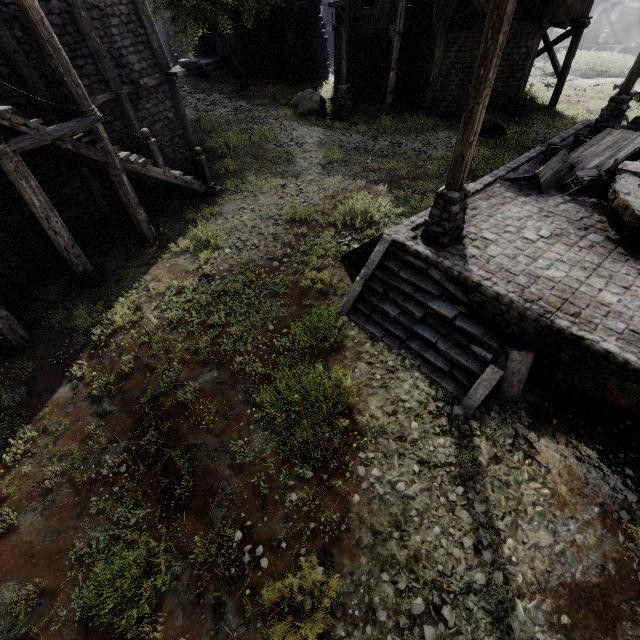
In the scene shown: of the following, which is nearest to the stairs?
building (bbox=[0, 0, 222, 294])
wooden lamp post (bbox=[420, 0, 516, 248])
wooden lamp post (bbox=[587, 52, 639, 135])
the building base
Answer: the building base

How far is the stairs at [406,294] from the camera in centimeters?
641cm

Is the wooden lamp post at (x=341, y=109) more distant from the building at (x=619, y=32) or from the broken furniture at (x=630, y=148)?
the broken furniture at (x=630, y=148)

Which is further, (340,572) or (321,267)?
(321,267)

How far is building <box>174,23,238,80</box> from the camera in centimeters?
2627cm

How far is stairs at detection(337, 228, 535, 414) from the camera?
6.4 meters

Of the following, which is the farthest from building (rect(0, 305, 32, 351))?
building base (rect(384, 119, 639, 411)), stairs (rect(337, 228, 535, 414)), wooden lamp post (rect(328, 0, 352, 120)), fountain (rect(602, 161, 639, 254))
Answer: fountain (rect(602, 161, 639, 254))

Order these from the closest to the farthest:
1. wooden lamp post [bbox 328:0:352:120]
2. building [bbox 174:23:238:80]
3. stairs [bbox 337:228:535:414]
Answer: stairs [bbox 337:228:535:414] → wooden lamp post [bbox 328:0:352:120] → building [bbox 174:23:238:80]
